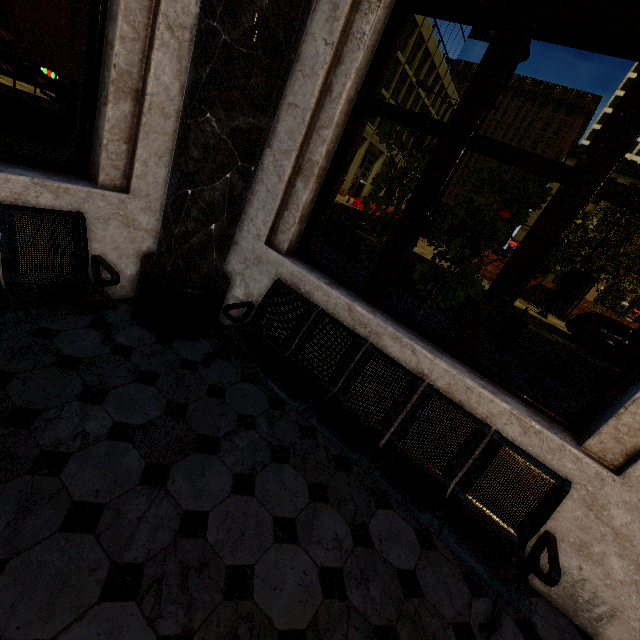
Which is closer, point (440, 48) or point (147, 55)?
point (147, 55)

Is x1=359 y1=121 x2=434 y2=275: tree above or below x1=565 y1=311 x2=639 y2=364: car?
above

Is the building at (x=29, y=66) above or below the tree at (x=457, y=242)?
below

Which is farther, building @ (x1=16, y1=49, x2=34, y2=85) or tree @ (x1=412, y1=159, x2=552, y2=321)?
building @ (x1=16, y1=49, x2=34, y2=85)

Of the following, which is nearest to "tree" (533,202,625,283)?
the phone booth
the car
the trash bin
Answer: the phone booth

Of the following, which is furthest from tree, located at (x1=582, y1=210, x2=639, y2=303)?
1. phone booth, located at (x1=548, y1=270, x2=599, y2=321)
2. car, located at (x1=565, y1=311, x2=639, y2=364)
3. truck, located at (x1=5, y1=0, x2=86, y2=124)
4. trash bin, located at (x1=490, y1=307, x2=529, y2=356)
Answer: truck, located at (x1=5, y1=0, x2=86, y2=124)

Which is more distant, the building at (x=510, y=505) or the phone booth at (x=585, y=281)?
the phone booth at (x=585, y=281)
